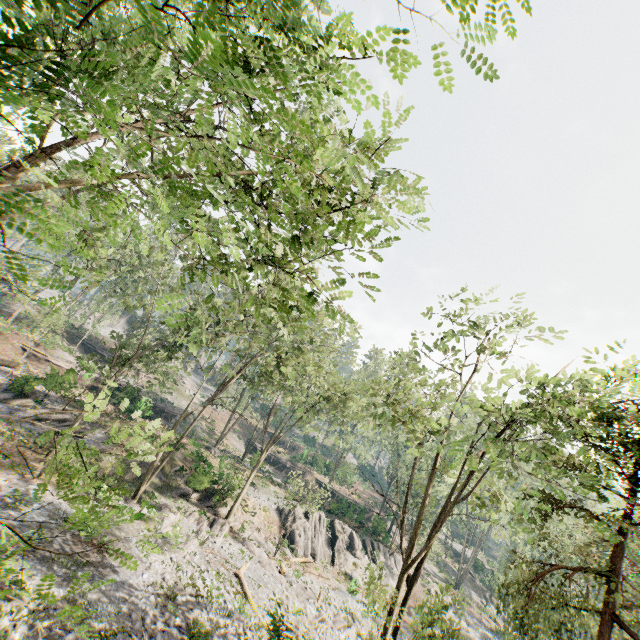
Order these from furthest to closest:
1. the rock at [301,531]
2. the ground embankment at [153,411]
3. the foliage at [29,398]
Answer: the ground embankment at [153,411] < the rock at [301,531] < the foliage at [29,398]

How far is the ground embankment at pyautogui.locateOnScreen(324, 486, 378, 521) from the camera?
40.2m

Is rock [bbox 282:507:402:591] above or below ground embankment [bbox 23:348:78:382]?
below

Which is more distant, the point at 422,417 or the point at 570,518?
the point at 570,518

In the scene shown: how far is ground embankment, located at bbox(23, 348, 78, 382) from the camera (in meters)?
27.45

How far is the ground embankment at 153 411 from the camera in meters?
35.3

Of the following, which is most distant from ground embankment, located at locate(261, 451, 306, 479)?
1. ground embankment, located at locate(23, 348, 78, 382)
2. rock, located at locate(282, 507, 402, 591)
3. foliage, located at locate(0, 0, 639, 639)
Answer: rock, located at locate(282, 507, 402, 591)
